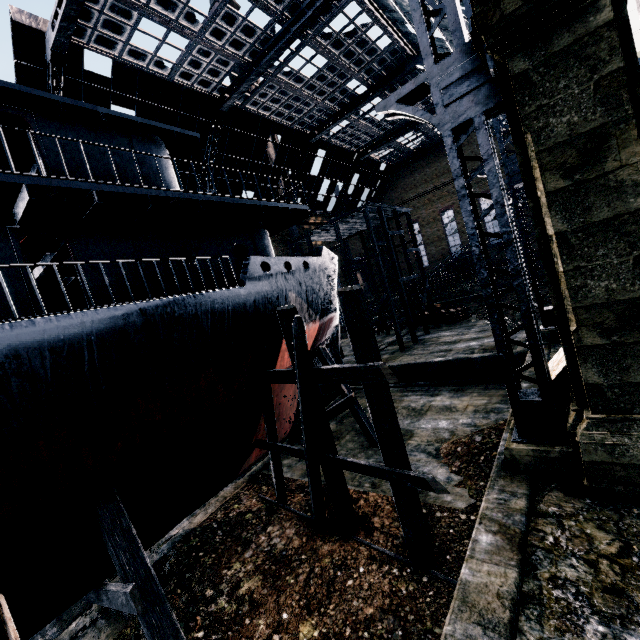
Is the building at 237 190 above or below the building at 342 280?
above

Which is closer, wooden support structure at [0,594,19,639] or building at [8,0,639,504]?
wooden support structure at [0,594,19,639]

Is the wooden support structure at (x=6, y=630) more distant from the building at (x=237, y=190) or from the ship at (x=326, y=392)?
the building at (x=237, y=190)

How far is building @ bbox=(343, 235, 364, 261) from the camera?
51.3m

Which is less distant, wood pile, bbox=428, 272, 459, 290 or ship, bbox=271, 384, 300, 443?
ship, bbox=271, 384, 300, 443

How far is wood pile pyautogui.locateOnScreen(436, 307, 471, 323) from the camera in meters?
30.5 m

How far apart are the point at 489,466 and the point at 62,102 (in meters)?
17.37

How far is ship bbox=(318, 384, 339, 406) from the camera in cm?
→ 1937
